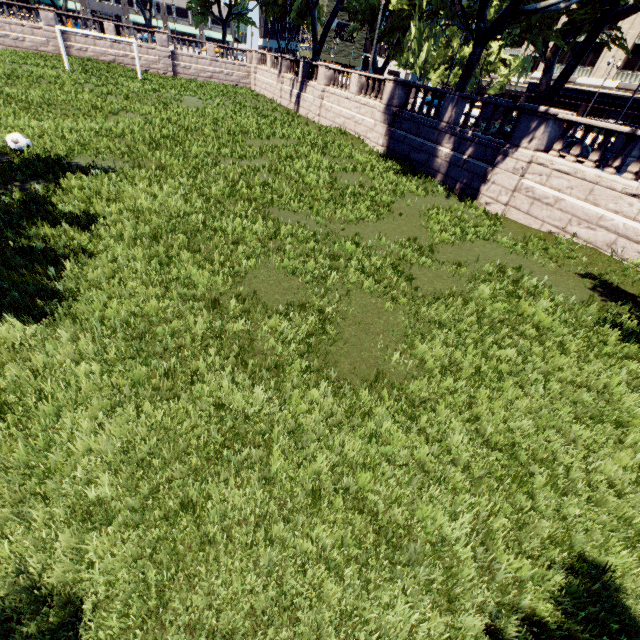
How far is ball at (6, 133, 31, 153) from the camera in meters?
11.1 m

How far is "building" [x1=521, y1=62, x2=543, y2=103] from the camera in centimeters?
5009cm

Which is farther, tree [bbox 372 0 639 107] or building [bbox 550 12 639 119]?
building [bbox 550 12 639 119]

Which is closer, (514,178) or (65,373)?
(65,373)

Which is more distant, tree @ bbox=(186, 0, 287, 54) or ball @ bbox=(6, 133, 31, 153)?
tree @ bbox=(186, 0, 287, 54)

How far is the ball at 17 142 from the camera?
11.1 meters

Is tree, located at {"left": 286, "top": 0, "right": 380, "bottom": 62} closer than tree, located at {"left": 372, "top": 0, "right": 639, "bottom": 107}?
No

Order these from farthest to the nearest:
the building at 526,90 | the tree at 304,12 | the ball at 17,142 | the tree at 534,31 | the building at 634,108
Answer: the building at 526,90 → the building at 634,108 → the tree at 304,12 → the tree at 534,31 → the ball at 17,142
